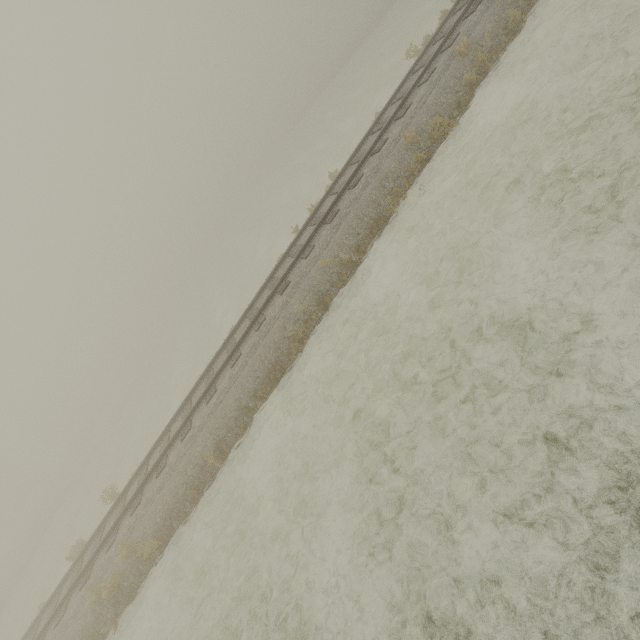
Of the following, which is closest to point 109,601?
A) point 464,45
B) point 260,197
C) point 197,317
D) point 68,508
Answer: point 464,45
